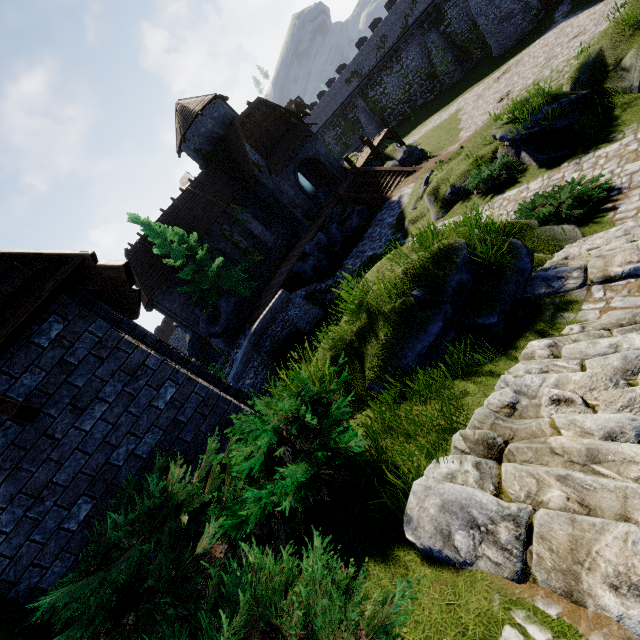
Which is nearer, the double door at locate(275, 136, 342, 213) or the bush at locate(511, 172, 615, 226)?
the bush at locate(511, 172, 615, 226)

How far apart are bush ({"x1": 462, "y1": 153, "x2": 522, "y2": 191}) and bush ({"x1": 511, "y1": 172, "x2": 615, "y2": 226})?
3.27m

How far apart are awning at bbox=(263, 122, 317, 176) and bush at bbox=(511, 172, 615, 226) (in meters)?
18.46

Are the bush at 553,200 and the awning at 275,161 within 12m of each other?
no

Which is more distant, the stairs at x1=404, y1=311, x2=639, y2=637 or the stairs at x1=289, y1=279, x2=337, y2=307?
the stairs at x1=289, y1=279, x2=337, y2=307

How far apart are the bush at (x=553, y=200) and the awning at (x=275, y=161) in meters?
18.5 m

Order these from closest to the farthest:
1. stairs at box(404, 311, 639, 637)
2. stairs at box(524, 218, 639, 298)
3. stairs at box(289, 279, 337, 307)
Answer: stairs at box(404, 311, 639, 637) < stairs at box(524, 218, 639, 298) < stairs at box(289, 279, 337, 307)

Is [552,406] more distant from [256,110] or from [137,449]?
[256,110]
